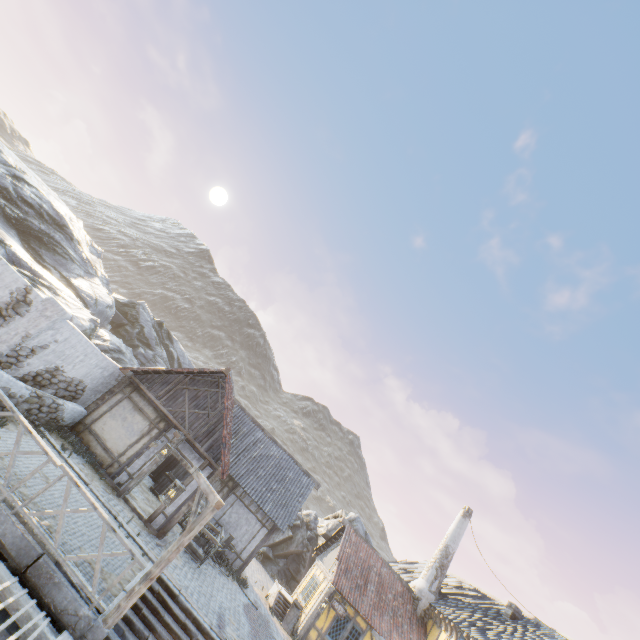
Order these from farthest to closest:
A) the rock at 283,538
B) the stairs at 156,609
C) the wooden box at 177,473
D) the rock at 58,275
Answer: the rock at 283,538
the rock at 58,275
the wooden box at 177,473
the stairs at 156,609

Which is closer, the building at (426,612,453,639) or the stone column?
the stone column

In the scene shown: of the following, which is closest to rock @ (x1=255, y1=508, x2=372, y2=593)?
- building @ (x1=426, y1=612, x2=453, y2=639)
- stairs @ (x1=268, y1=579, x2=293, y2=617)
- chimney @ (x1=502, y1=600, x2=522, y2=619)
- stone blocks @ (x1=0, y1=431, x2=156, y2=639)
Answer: stone blocks @ (x1=0, y1=431, x2=156, y2=639)

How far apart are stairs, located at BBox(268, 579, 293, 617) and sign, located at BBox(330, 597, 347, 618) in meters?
2.2 m

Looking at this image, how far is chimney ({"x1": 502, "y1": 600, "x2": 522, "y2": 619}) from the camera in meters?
17.3 m

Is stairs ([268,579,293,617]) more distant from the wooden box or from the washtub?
the wooden box

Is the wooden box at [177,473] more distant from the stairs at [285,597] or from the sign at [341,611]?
the sign at [341,611]

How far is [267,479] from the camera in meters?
18.3 m
